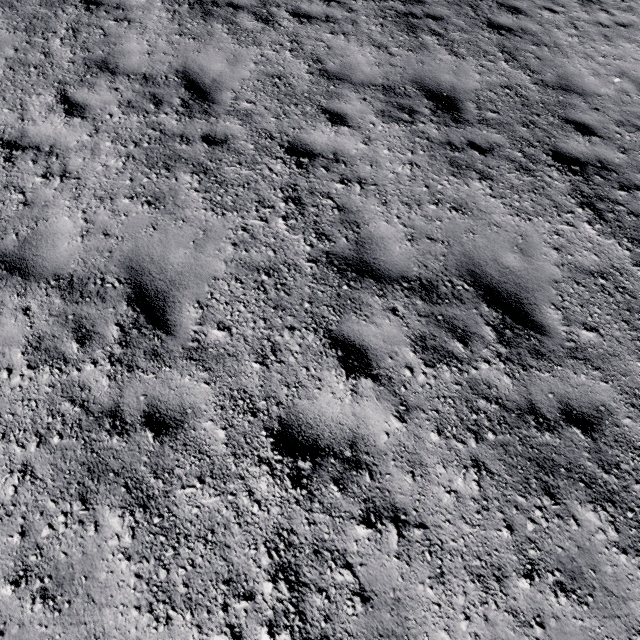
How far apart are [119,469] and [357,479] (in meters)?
2.19
